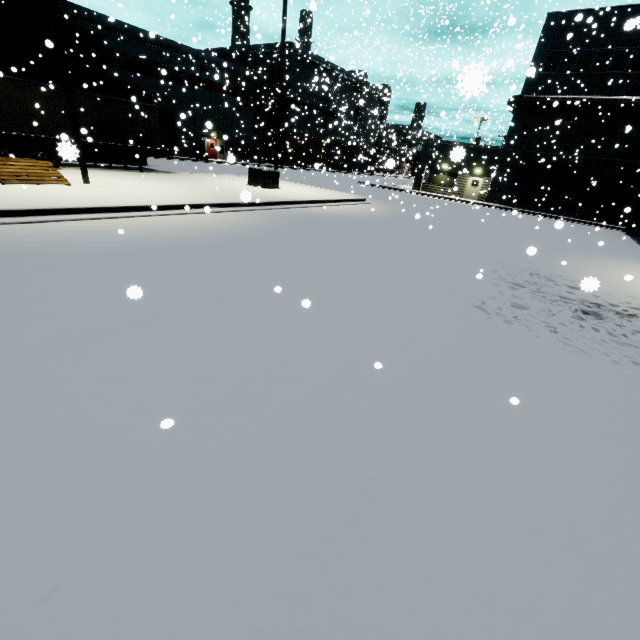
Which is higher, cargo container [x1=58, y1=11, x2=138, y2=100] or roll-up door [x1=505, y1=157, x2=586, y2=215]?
cargo container [x1=58, y1=11, x2=138, y2=100]

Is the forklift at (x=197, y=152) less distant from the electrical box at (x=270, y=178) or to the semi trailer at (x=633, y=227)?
the semi trailer at (x=633, y=227)

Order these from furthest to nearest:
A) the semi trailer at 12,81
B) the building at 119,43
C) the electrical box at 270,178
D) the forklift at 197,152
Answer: the forklift at 197,152, the building at 119,43, the electrical box at 270,178, the semi trailer at 12,81

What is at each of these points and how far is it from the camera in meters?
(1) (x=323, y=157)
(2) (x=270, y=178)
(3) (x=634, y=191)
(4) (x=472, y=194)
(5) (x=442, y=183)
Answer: (1) building, 58.9 m
(2) electrical box, 19.3 m
(3) roll-up door, 26.9 m
(4) door, 25.1 m
(5) building, 35.3 m

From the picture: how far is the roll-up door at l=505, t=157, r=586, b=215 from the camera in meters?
29.0

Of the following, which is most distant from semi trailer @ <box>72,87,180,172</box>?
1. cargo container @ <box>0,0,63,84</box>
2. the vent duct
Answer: the vent duct

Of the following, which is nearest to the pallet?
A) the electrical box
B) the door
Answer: the electrical box

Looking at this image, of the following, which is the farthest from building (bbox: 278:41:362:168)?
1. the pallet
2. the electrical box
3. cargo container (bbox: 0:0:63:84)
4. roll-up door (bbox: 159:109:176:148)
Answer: the electrical box
